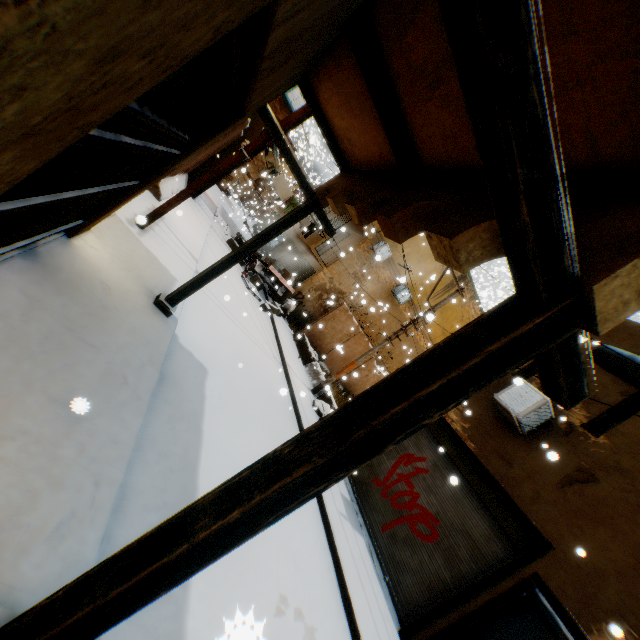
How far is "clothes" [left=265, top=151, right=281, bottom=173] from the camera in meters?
15.0

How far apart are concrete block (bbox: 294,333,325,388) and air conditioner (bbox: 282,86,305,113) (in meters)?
3.73

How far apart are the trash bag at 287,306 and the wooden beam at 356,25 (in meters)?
13.57

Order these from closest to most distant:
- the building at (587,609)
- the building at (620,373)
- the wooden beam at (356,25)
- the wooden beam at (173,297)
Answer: the wooden beam at (356,25), the wooden beam at (173,297), the building at (587,609), the building at (620,373)

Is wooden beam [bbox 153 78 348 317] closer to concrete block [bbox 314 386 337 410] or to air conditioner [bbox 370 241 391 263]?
concrete block [bbox 314 386 337 410]

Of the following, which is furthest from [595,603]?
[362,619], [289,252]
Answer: [289,252]

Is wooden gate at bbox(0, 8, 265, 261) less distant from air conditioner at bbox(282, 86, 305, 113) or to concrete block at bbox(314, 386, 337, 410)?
concrete block at bbox(314, 386, 337, 410)

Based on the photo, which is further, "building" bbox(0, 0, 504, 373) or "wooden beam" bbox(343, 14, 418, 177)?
"wooden beam" bbox(343, 14, 418, 177)
